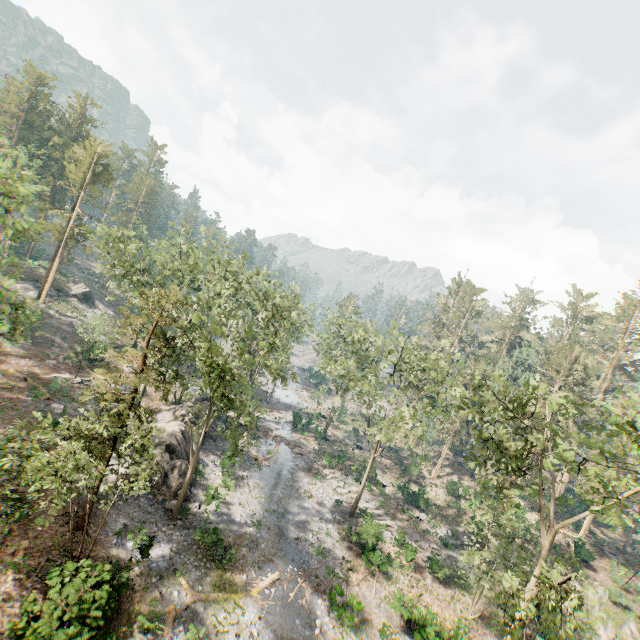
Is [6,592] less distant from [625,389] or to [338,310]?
[338,310]

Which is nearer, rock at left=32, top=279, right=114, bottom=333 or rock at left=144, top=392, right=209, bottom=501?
rock at left=144, top=392, right=209, bottom=501

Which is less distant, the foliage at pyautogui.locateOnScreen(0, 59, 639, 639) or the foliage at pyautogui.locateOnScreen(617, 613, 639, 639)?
the foliage at pyautogui.locateOnScreen(0, 59, 639, 639)

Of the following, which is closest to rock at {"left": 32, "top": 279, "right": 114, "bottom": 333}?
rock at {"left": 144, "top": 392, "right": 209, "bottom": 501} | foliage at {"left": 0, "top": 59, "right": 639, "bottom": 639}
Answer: foliage at {"left": 0, "top": 59, "right": 639, "bottom": 639}

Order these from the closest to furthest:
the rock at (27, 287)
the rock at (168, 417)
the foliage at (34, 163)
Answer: the foliage at (34, 163) → the rock at (168, 417) → the rock at (27, 287)

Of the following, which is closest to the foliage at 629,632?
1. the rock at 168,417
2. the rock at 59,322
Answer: the rock at 59,322

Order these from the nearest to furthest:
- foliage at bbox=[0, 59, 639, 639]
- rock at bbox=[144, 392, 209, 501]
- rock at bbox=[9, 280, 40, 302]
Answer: foliage at bbox=[0, 59, 639, 639]
rock at bbox=[144, 392, 209, 501]
rock at bbox=[9, 280, 40, 302]
